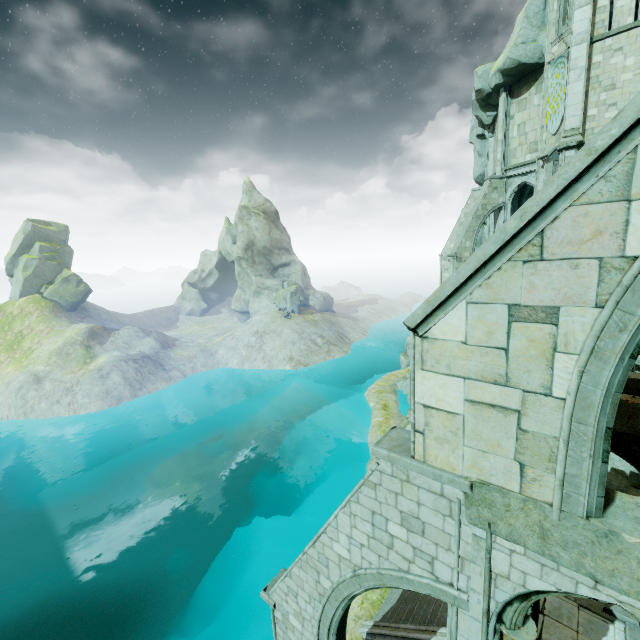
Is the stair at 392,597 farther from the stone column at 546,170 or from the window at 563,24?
the window at 563,24

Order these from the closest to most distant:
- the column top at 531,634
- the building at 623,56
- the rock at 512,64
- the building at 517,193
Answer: the column top at 531,634 → the building at 623,56 → the rock at 512,64 → the building at 517,193

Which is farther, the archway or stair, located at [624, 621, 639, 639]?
stair, located at [624, 621, 639, 639]

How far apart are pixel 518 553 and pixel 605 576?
0.9m

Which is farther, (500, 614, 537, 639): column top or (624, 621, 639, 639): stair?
(624, 621, 639, 639): stair

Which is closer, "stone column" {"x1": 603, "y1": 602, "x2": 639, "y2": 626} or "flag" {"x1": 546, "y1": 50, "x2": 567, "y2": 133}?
"stone column" {"x1": 603, "y1": 602, "x2": 639, "y2": 626}

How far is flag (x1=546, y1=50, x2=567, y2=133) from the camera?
17.5 meters

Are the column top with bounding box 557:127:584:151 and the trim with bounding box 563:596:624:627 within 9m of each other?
no
